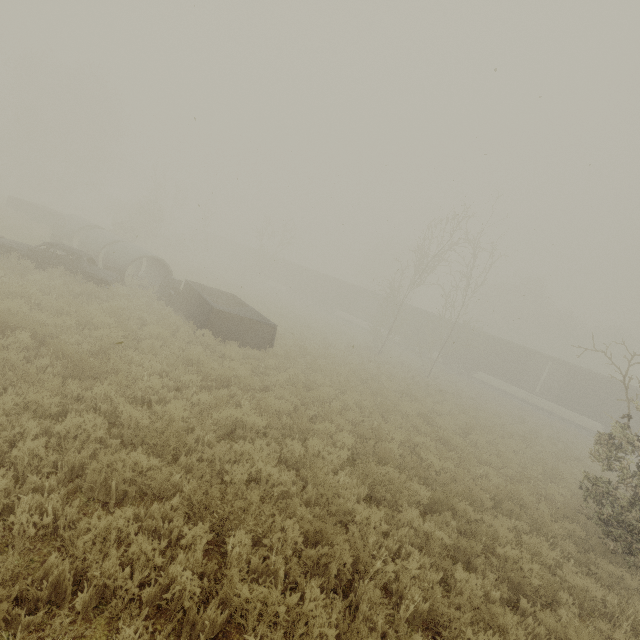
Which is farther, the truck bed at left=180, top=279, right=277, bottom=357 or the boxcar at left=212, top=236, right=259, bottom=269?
the boxcar at left=212, top=236, right=259, bottom=269

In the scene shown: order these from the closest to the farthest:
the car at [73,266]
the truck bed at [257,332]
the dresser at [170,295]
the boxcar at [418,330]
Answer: the car at [73,266]
the truck bed at [257,332]
the dresser at [170,295]
the boxcar at [418,330]

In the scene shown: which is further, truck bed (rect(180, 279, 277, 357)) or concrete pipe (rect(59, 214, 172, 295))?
concrete pipe (rect(59, 214, 172, 295))

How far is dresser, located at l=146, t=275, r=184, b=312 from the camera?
15.10m

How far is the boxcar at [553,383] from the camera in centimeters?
2627cm

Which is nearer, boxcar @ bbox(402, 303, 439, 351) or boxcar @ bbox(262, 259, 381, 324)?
boxcar @ bbox(402, 303, 439, 351)

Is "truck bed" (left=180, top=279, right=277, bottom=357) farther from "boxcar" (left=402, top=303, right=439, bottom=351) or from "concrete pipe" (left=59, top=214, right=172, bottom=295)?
"boxcar" (left=402, top=303, right=439, bottom=351)

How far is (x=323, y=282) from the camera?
44.4m
